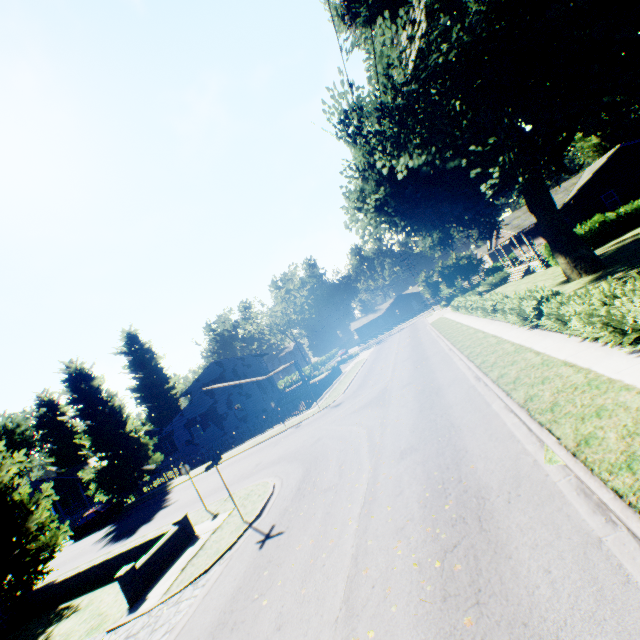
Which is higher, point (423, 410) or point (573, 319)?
point (573, 319)

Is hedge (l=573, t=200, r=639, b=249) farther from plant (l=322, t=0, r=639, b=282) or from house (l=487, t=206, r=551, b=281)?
house (l=487, t=206, r=551, b=281)

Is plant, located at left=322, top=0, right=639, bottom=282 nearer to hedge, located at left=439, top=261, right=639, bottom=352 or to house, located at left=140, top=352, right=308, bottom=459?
house, located at left=140, top=352, right=308, bottom=459

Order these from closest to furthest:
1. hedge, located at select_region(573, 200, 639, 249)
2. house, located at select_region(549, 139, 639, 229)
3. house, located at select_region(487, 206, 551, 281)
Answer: hedge, located at select_region(573, 200, 639, 249) < house, located at select_region(549, 139, 639, 229) < house, located at select_region(487, 206, 551, 281)

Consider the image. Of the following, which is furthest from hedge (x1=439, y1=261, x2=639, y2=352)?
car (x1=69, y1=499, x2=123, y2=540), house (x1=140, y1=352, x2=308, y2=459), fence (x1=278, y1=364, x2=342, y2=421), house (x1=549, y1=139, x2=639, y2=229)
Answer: house (x1=140, y1=352, x2=308, y2=459)

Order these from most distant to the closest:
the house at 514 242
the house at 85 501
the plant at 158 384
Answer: the house at 85 501 < the house at 514 242 < the plant at 158 384

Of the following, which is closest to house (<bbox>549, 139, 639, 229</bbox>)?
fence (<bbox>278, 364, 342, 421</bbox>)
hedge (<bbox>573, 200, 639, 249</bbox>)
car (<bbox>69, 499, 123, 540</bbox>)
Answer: hedge (<bbox>573, 200, 639, 249</bbox>)

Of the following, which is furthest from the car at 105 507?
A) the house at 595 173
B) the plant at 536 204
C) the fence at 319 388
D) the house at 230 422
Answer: the house at 595 173
